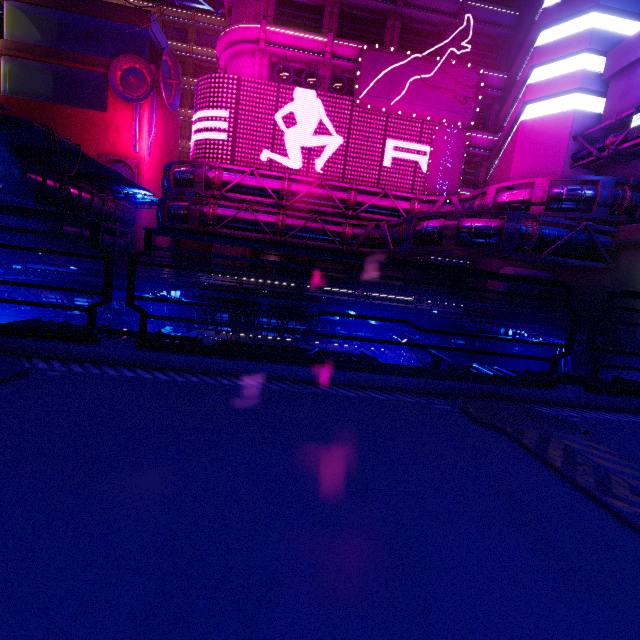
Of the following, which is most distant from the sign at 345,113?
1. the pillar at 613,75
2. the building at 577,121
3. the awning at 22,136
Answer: the pillar at 613,75

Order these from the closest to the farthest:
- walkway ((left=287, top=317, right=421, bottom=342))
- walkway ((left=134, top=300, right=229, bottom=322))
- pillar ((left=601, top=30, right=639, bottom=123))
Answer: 1. walkway ((left=134, top=300, right=229, bottom=322))
2. walkway ((left=287, top=317, right=421, bottom=342))
3. pillar ((left=601, top=30, right=639, bottom=123))

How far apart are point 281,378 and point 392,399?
1.2 meters

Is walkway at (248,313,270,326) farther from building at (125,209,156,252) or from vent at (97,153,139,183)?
vent at (97,153,139,183)

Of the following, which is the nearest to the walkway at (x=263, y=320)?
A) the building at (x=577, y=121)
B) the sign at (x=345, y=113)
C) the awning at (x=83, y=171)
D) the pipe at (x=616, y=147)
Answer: the pipe at (x=616, y=147)

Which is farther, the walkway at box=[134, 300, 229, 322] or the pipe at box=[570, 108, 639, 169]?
the pipe at box=[570, 108, 639, 169]

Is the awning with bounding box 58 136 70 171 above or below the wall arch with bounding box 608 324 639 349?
above

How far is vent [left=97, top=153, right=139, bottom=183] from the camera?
31.4m
